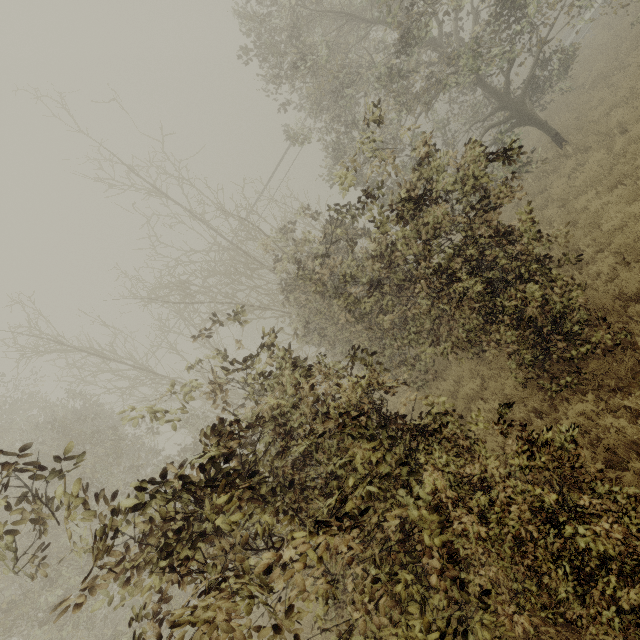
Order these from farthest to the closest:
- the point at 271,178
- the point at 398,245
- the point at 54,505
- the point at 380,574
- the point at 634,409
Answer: the point at 271,178 < the point at 398,245 < the point at 634,409 < the point at 380,574 < the point at 54,505
